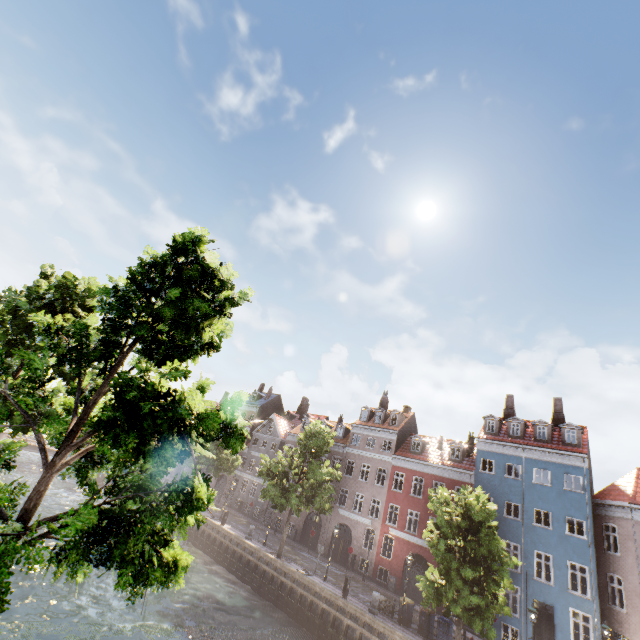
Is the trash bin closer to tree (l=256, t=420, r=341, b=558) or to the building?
tree (l=256, t=420, r=341, b=558)

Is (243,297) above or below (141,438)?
above

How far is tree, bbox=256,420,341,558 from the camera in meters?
26.1

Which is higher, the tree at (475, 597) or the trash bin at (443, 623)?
the tree at (475, 597)

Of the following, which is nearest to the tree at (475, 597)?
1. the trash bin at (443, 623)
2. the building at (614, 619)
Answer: the trash bin at (443, 623)
